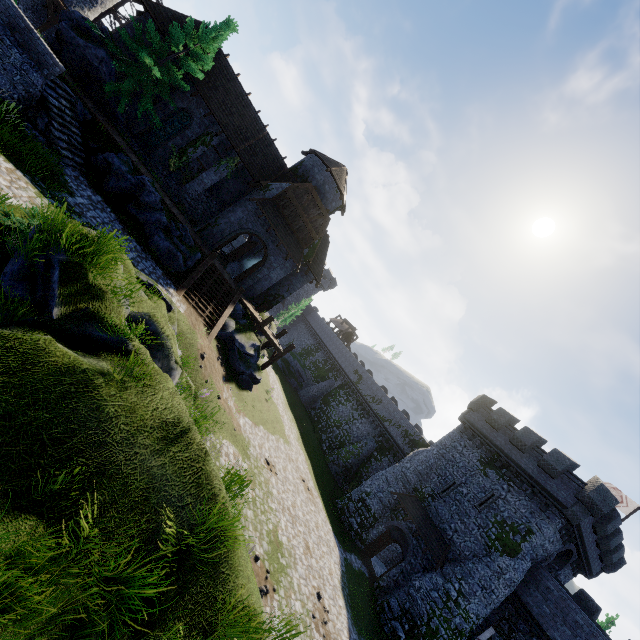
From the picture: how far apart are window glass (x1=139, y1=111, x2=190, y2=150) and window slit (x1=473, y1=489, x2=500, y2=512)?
35.0 meters

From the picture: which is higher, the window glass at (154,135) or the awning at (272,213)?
the awning at (272,213)

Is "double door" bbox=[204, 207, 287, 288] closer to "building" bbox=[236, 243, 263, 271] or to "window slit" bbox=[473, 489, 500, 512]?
"building" bbox=[236, 243, 263, 271]

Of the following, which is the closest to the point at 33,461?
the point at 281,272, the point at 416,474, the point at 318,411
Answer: the point at 281,272

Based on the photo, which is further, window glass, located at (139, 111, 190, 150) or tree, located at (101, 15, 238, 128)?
window glass, located at (139, 111, 190, 150)

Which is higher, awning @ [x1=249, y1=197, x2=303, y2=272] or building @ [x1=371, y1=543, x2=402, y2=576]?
awning @ [x1=249, y1=197, x2=303, y2=272]

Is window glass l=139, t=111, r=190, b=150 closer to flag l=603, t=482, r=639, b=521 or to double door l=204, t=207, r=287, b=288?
double door l=204, t=207, r=287, b=288

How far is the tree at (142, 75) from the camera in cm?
1767
